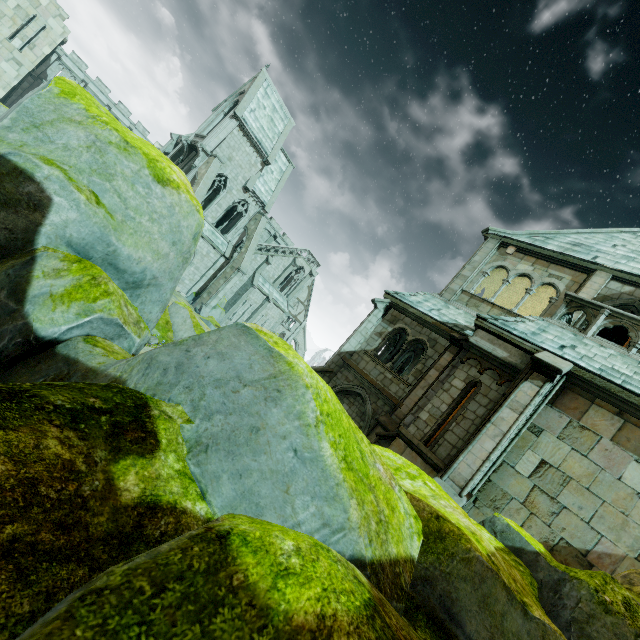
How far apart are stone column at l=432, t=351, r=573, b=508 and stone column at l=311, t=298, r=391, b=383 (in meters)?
6.39

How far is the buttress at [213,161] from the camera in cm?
2636

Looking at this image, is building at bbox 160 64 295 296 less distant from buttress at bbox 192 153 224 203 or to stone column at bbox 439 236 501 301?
buttress at bbox 192 153 224 203

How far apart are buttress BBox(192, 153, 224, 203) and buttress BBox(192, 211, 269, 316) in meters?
5.9 m

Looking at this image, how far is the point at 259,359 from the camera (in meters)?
2.28

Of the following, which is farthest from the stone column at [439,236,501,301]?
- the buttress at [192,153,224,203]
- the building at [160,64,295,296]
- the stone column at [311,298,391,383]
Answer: the buttress at [192,153,224,203]

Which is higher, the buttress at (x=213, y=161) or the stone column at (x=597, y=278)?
the stone column at (x=597, y=278)

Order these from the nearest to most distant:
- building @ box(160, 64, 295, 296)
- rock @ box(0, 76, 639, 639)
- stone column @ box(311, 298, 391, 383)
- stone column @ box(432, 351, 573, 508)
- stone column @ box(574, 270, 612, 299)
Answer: rock @ box(0, 76, 639, 639) → stone column @ box(432, 351, 573, 508) → stone column @ box(574, 270, 612, 299) → stone column @ box(311, 298, 391, 383) → building @ box(160, 64, 295, 296)
